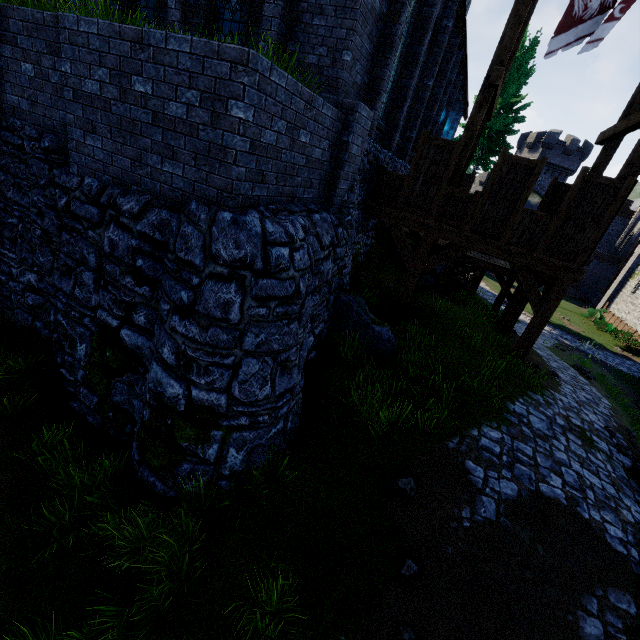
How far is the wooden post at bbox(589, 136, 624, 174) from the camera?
9.55m

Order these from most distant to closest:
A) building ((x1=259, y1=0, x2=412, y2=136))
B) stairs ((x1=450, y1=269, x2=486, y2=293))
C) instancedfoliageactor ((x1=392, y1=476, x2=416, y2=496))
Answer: stairs ((x1=450, y1=269, x2=486, y2=293)), building ((x1=259, y1=0, x2=412, y2=136)), instancedfoliageactor ((x1=392, y1=476, x2=416, y2=496))

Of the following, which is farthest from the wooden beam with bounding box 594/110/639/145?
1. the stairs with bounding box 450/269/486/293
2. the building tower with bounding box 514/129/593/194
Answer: the building tower with bounding box 514/129/593/194

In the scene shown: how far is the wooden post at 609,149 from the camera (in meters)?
9.55

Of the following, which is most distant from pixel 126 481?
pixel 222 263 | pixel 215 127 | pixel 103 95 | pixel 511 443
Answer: pixel 511 443

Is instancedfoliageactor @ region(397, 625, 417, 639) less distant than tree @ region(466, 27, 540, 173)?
Yes

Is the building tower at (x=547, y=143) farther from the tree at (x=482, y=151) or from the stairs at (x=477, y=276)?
the stairs at (x=477, y=276)

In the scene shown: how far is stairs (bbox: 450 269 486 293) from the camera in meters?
16.4 m
